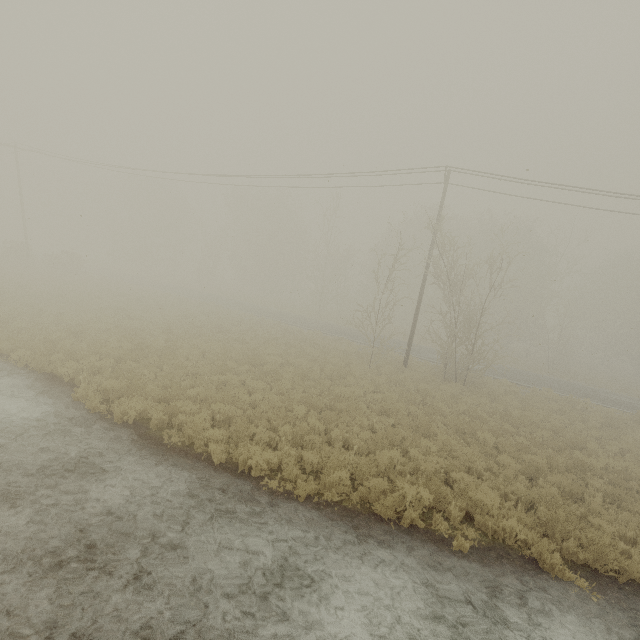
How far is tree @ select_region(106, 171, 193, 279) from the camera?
51.56m

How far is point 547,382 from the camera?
24.5m

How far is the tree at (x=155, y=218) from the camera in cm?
5156
